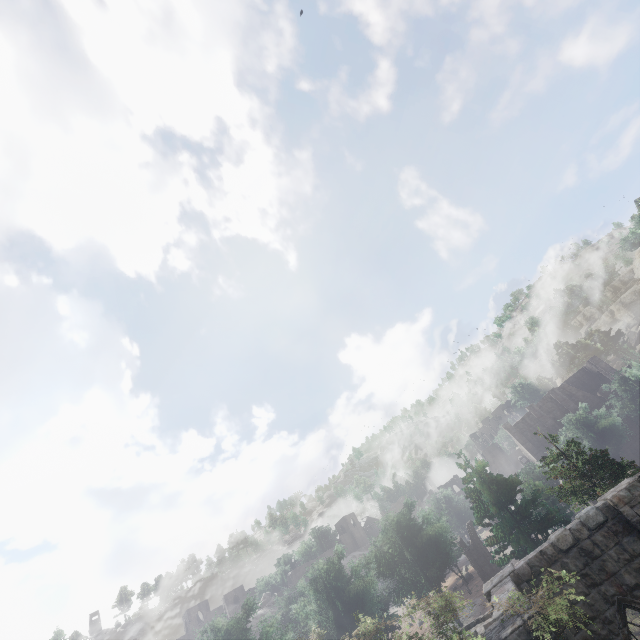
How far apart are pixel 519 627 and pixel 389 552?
38.1 meters

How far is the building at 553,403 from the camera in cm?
5059

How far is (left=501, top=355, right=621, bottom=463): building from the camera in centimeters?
5059cm

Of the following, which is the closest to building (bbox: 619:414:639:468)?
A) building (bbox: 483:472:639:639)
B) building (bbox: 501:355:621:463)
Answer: building (bbox: 501:355:621:463)

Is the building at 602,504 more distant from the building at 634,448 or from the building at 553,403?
the building at 553,403

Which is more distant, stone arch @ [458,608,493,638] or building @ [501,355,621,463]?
building @ [501,355,621,463]

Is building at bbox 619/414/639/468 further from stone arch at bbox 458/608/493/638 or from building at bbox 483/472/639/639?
stone arch at bbox 458/608/493/638
